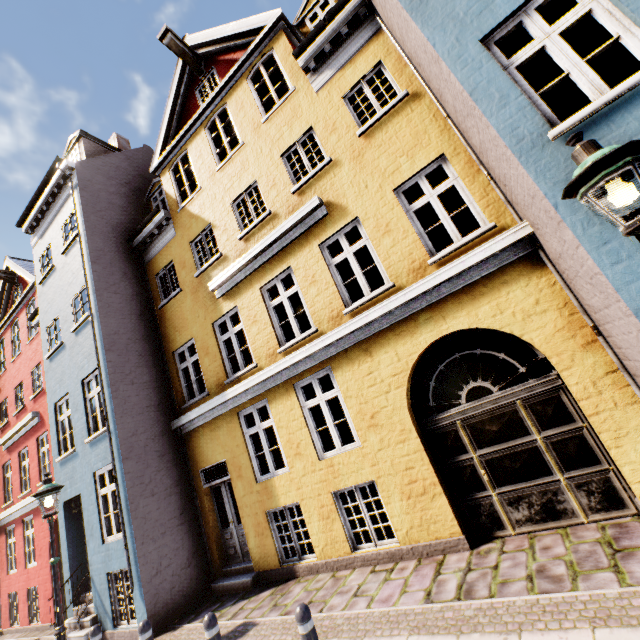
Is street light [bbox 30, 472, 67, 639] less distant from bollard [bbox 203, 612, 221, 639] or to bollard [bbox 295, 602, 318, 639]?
bollard [bbox 203, 612, 221, 639]

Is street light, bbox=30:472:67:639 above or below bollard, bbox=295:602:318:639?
above

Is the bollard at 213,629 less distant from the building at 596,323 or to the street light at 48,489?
the building at 596,323

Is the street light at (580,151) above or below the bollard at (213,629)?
above

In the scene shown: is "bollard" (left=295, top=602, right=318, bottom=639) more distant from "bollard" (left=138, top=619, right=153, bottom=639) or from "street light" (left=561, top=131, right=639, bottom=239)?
"street light" (left=561, top=131, right=639, bottom=239)

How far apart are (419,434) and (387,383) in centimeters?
109cm

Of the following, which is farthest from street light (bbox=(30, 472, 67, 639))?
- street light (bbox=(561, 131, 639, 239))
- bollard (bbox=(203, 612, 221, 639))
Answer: street light (bbox=(561, 131, 639, 239))

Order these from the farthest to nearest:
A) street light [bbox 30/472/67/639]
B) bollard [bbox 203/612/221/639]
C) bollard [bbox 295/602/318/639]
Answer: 1. street light [bbox 30/472/67/639]
2. bollard [bbox 203/612/221/639]
3. bollard [bbox 295/602/318/639]
